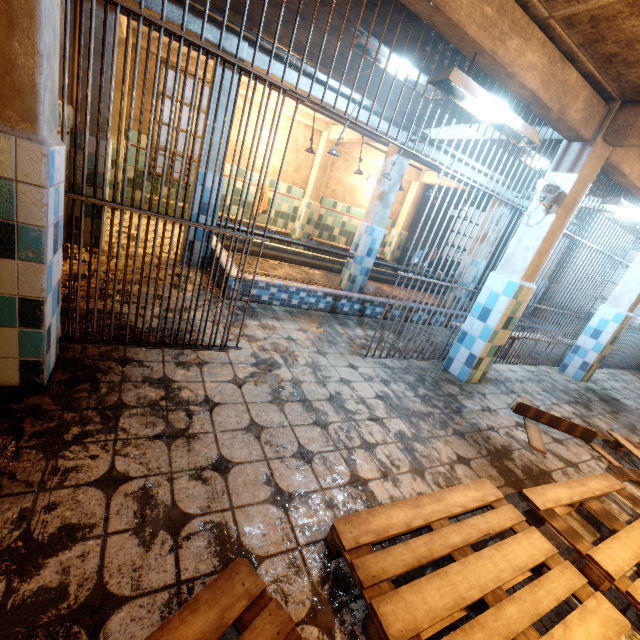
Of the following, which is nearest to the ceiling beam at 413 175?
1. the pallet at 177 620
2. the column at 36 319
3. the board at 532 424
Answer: the board at 532 424

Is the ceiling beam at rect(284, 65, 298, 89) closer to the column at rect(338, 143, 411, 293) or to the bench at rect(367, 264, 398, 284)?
the column at rect(338, 143, 411, 293)

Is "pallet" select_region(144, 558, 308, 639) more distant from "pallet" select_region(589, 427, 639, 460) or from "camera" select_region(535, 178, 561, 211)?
"camera" select_region(535, 178, 561, 211)

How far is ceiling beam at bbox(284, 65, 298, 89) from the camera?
4.1m

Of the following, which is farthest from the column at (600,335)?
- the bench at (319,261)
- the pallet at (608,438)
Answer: the pallet at (608,438)

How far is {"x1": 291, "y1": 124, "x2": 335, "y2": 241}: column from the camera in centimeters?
751cm

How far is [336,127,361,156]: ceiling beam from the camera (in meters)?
6.45

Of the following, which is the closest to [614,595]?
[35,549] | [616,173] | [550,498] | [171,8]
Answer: [550,498]
